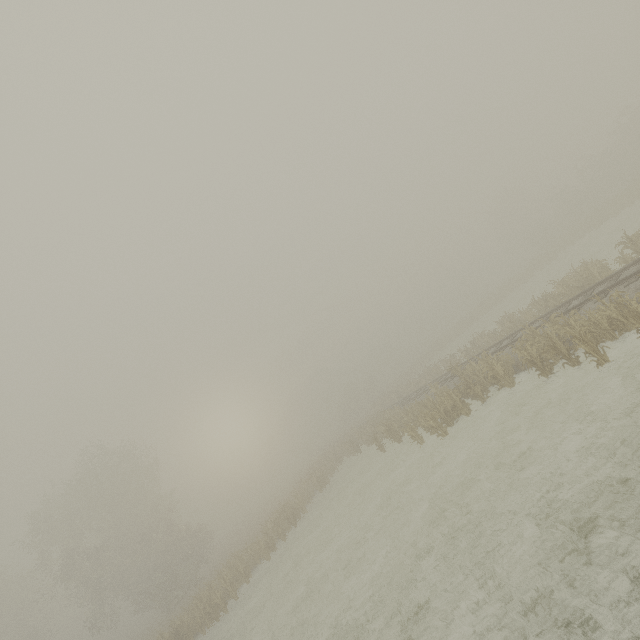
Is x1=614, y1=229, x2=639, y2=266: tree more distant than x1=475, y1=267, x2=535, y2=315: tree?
No

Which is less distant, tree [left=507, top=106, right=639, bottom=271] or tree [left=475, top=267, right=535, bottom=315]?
tree [left=507, top=106, right=639, bottom=271]

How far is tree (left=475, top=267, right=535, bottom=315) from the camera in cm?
4372

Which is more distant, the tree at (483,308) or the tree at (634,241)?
the tree at (483,308)

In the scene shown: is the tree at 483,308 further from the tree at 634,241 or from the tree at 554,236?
the tree at 634,241

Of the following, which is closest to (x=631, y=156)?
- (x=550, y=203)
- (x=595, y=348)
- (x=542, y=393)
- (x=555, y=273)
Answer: (x=550, y=203)

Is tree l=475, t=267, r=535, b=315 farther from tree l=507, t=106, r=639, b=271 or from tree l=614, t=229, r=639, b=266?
tree l=614, t=229, r=639, b=266
